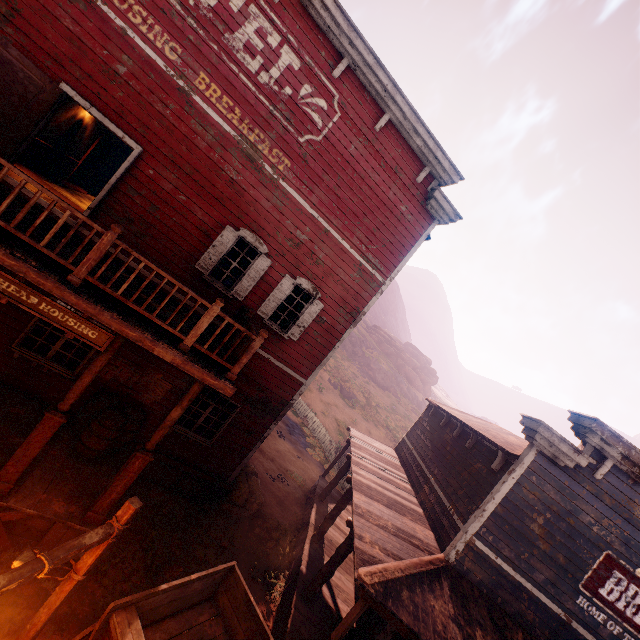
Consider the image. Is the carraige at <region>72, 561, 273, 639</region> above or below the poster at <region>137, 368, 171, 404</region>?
below

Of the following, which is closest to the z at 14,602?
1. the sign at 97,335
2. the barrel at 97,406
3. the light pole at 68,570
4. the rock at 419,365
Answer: the light pole at 68,570

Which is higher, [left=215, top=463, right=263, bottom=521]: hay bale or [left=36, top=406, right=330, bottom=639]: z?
[left=215, top=463, right=263, bottom=521]: hay bale

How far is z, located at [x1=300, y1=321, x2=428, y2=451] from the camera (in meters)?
29.09

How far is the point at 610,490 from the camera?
7.3 meters

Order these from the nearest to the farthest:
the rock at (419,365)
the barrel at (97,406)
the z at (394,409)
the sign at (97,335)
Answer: the sign at (97,335) → the barrel at (97,406) → the z at (394,409) → the rock at (419,365)

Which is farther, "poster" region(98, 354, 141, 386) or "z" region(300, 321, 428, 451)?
"z" region(300, 321, 428, 451)

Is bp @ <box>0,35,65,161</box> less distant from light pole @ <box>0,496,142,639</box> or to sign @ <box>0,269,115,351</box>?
sign @ <box>0,269,115,351</box>
